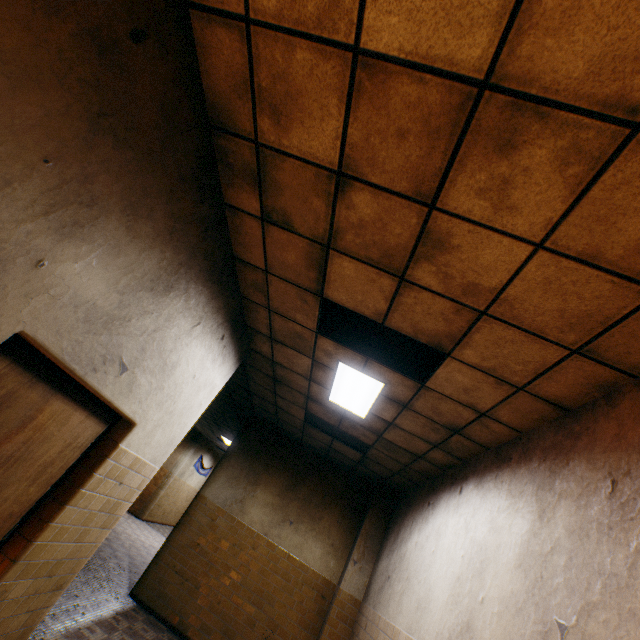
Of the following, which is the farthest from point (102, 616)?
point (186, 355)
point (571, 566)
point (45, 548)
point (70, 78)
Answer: point (70, 78)

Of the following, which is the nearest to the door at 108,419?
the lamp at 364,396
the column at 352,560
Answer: the lamp at 364,396

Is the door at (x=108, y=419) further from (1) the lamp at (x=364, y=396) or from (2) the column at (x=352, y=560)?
(2) the column at (x=352, y=560)

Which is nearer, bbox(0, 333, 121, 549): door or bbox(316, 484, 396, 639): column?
bbox(0, 333, 121, 549): door

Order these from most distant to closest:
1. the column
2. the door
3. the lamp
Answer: the column < the lamp < the door

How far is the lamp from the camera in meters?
4.0 m

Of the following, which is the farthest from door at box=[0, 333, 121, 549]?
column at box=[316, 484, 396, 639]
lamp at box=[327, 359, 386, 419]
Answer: column at box=[316, 484, 396, 639]
